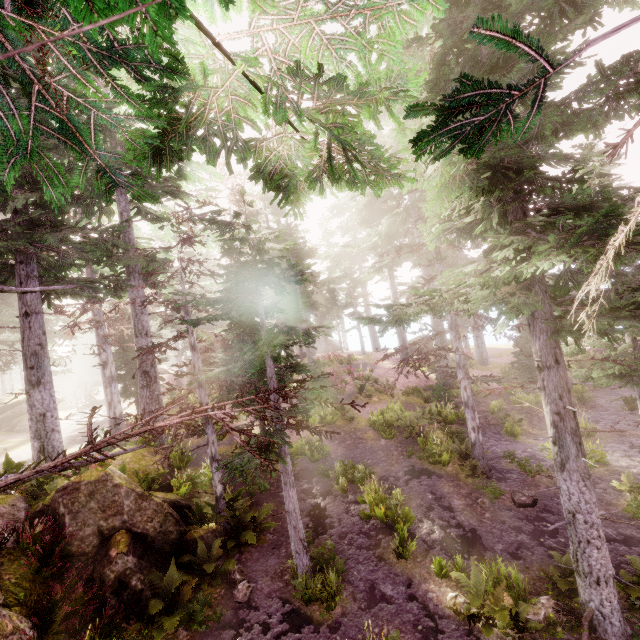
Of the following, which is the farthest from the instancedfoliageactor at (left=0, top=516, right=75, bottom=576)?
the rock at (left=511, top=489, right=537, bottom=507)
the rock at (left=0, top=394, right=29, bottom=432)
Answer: the rock at (left=511, top=489, right=537, bottom=507)

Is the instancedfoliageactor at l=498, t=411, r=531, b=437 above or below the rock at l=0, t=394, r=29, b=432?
below

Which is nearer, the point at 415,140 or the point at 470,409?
the point at 415,140

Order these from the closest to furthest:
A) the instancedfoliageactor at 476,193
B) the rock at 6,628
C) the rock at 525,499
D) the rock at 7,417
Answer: the instancedfoliageactor at 476,193, the rock at 6,628, the rock at 525,499, the rock at 7,417

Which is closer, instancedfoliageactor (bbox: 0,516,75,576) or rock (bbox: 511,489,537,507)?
instancedfoliageactor (bbox: 0,516,75,576)

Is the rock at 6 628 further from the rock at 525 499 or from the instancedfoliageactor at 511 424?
the rock at 525 499

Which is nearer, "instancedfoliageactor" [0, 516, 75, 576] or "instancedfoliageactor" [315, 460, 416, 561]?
"instancedfoliageactor" [0, 516, 75, 576]
